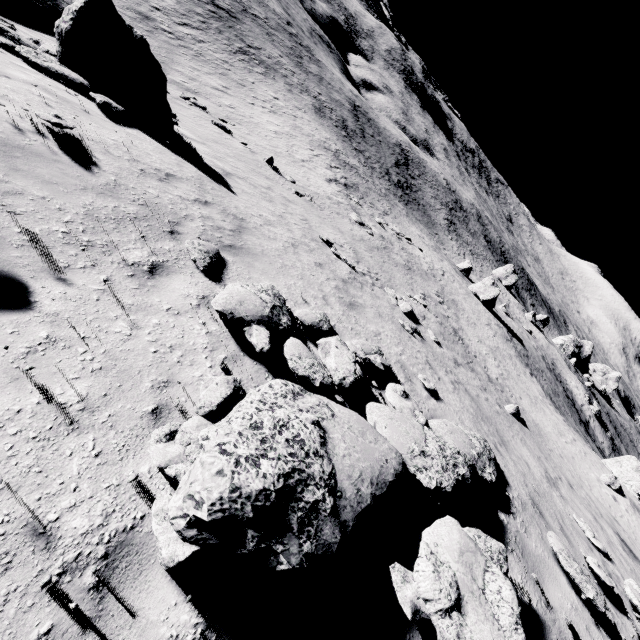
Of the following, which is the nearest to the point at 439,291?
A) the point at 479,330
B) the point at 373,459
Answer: the point at 479,330

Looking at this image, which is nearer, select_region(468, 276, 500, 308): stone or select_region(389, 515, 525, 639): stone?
select_region(389, 515, 525, 639): stone

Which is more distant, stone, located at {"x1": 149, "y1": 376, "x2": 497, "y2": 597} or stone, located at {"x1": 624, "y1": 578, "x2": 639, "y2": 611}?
stone, located at {"x1": 624, "y1": 578, "x2": 639, "y2": 611}

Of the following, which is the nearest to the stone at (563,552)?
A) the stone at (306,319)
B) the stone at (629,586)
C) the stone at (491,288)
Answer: the stone at (629,586)

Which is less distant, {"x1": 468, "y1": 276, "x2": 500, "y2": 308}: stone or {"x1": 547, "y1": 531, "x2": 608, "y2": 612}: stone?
{"x1": 547, "y1": 531, "x2": 608, "y2": 612}: stone

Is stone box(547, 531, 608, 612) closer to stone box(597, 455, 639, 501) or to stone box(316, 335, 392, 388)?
stone box(316, 335, 392, 388)

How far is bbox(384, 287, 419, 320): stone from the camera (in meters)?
13.84

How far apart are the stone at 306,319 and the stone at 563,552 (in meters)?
5.55
